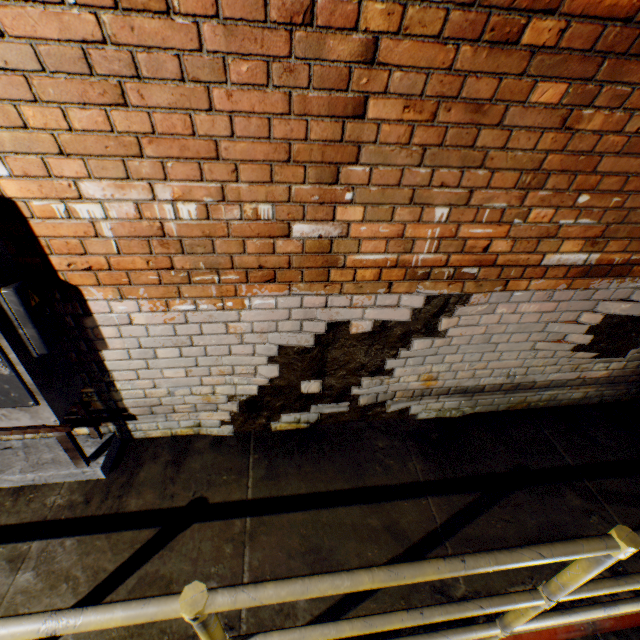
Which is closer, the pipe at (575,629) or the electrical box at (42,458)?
the electrical box at (42,458)

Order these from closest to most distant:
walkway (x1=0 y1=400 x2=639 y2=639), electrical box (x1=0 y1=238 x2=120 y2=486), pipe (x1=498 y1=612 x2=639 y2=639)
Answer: walkway (x1=0 y1=400 x2=639 y2=639) → electrical box (x1=0 y1=238 x2=120 y2=486) → pipe (x1=498 y1=612 x2=639 y2=639)

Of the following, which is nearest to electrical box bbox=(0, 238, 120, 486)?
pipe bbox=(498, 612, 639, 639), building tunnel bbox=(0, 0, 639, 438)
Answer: building tunnel bbox=(0, 0, 639, 438)

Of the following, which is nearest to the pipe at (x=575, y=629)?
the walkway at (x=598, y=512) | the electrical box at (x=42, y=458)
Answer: the walkway at (x=598, y=512)

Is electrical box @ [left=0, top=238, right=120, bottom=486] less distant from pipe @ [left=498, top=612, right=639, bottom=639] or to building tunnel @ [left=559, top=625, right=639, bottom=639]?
building tunnel @ [left=559, top=625, right=639, bottom=639]

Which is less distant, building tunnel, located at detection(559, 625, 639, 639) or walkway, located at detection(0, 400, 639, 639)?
walkway, located at detection(0, 400, 639, 639)

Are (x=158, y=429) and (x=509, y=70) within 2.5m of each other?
no
